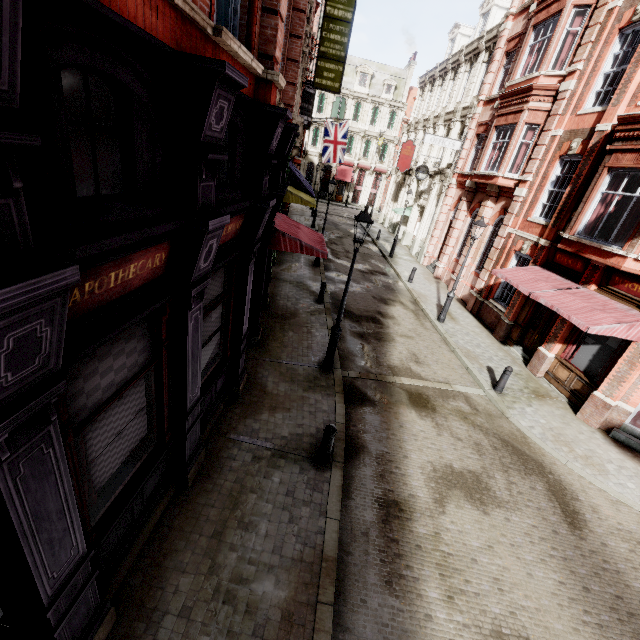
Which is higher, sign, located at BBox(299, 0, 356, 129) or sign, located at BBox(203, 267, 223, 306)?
sign, located at BBox(299, 0, 356, 129)

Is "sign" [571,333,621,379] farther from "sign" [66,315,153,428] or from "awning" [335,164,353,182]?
"awning" [335,164,353,182]

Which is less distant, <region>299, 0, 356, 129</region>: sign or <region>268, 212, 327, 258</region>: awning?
<region>268, 212, 327, 258</region>: awning

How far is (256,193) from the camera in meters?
6.0

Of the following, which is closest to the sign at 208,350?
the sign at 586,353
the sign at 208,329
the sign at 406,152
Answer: the sign at 208,329

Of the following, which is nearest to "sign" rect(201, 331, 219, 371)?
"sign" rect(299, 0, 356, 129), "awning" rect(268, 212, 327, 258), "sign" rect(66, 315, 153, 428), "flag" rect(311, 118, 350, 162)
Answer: "sign" rect(66, 315, 153, 428)

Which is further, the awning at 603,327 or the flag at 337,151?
the flag at 337,151

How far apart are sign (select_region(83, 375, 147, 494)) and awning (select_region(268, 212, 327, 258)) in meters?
5.5
